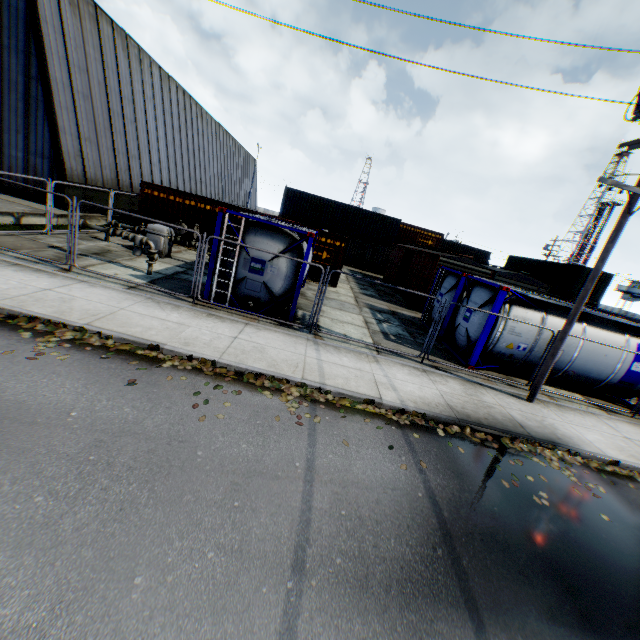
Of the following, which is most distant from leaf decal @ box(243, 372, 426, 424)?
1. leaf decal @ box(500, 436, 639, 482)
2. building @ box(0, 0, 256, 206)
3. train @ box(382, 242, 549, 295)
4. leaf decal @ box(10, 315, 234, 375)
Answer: building @ box(0, 0, 256, 206)

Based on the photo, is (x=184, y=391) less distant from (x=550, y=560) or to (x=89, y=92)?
(x=550, y=560)

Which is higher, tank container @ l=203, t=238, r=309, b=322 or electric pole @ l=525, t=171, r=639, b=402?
electric pole @ l=525, t=171, r=639, b=402

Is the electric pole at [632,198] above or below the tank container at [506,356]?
above

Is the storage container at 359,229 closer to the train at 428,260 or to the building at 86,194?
the train at 428,260

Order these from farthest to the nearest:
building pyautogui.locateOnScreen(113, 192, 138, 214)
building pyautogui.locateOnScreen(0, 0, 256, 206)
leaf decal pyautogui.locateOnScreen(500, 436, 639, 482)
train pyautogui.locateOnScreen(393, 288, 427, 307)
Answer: building pyautogui.locateOnScreen(113, 192, 138, 214), train pyautogui.locateOnScreen(393, 288, 427, 307), building pyautogui.locateOnScreen(0, 0, 256, 206), leaf decal pyautogui.locateOnScreen(500, 436, 639, 482)

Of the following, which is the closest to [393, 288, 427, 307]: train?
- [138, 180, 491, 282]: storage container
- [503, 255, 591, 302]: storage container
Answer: [138, 180, 491, 282]: storage container

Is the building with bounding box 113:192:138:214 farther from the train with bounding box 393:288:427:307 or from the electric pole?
the train with bounding box 393:288:427:307
